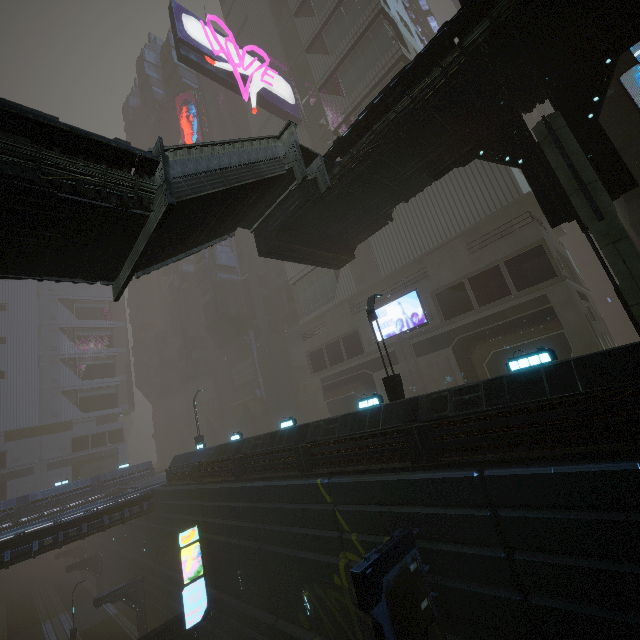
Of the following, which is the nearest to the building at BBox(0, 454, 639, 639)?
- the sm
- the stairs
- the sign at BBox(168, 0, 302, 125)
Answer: the sign at BBox(168, 0, 302, 125)

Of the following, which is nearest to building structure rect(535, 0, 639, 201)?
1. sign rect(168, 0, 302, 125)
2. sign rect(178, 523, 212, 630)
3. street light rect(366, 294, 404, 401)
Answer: sign rect(168, 0, 302, 125)

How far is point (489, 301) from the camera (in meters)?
22.52

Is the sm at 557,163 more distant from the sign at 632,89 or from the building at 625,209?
the sign at 632,89

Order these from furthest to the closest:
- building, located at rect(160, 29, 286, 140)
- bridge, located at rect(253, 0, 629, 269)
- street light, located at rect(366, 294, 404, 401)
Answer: building, located at rect(160, 29, 286, 140) < street light, located at rect(366, 294, 404, 401) < bridge, located at rect(253, 0, 629, 269)

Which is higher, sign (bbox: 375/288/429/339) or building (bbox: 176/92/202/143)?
building (bbox: 176/92/202/143)

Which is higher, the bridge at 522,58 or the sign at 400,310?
the bridge at 522,58

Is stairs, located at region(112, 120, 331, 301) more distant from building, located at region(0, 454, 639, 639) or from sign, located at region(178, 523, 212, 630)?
sign, located at region(178, 523, 212, 630)
